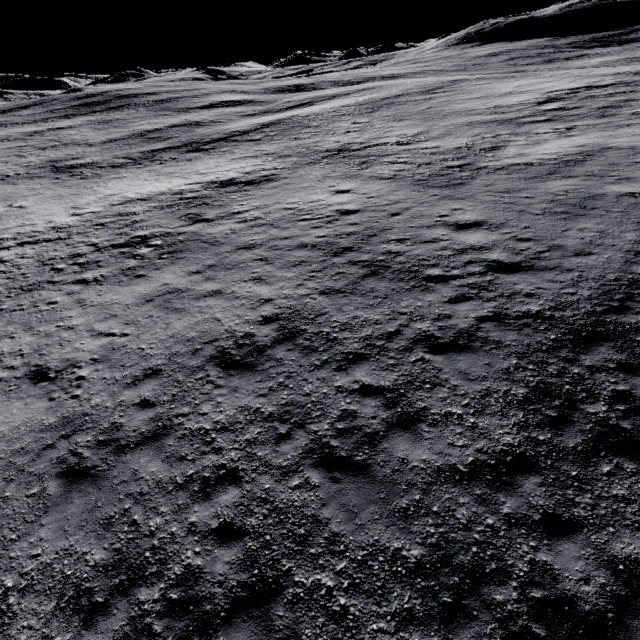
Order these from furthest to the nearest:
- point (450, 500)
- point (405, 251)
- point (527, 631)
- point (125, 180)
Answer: point (125, 180)
point (405, 251)
point (450, 500)
point (527, 631)
